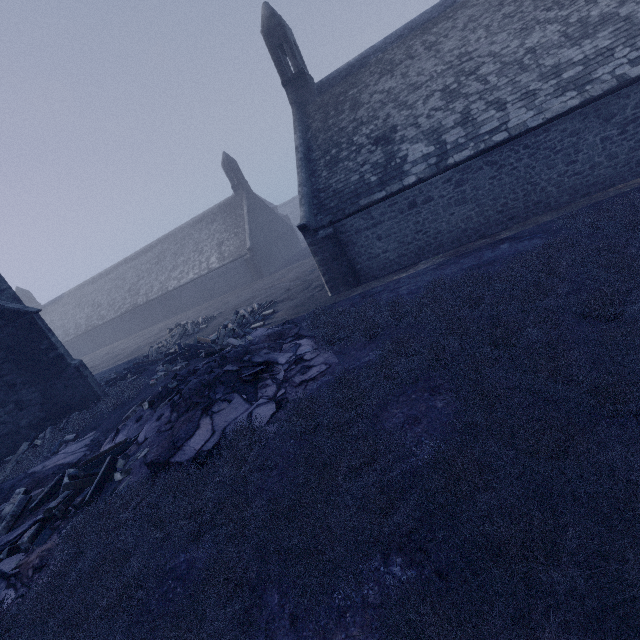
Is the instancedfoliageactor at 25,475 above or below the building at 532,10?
Answer: below

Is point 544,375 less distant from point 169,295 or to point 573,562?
point 573,562

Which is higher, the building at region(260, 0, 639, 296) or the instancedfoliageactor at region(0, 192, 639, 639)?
the building at region(260, 0, 639, 296)

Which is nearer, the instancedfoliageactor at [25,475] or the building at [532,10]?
the instancedfoliageactor at [25,475]

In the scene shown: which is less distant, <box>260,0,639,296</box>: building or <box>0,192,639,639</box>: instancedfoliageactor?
<box>0,192,639,639</box>: instancedfoliageactor
